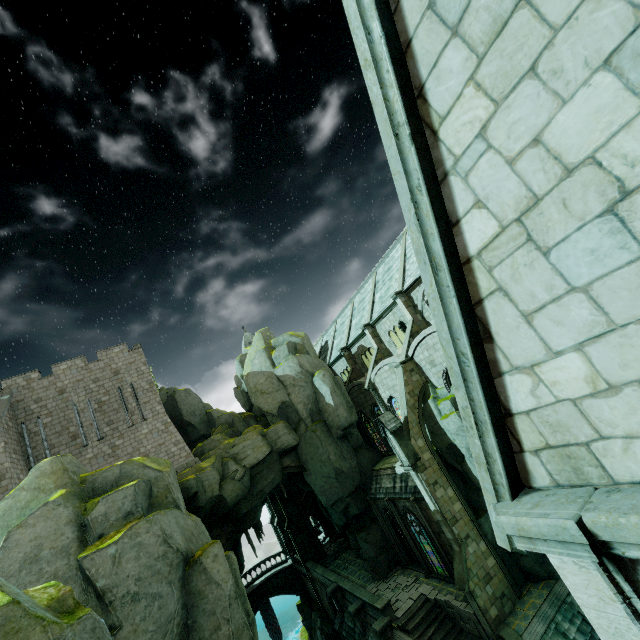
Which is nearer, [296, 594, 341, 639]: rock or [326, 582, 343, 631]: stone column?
[326, 582, 343, 631]: stone column

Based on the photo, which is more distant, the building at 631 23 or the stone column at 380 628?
the stone column at 380 628

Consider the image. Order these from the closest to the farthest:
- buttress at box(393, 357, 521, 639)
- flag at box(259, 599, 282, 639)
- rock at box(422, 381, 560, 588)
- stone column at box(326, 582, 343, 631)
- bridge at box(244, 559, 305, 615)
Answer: buttress at box(393, 357, 521, 639)
rock at box(422, 381, 560, 588)
stone column at box(326, 582, 343, 631)
bridge at box(244, 559, 305, 615)
flag at box(259, 599, 282, 639)

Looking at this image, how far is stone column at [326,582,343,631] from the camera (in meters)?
26.73

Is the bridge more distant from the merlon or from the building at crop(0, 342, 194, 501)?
the merlon

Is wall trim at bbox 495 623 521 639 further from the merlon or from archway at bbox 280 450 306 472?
archway at bbox 280 450 306 472

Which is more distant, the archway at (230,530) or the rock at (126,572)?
the archway at (230,530)

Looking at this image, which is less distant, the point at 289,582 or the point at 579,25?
the point at 579,25
